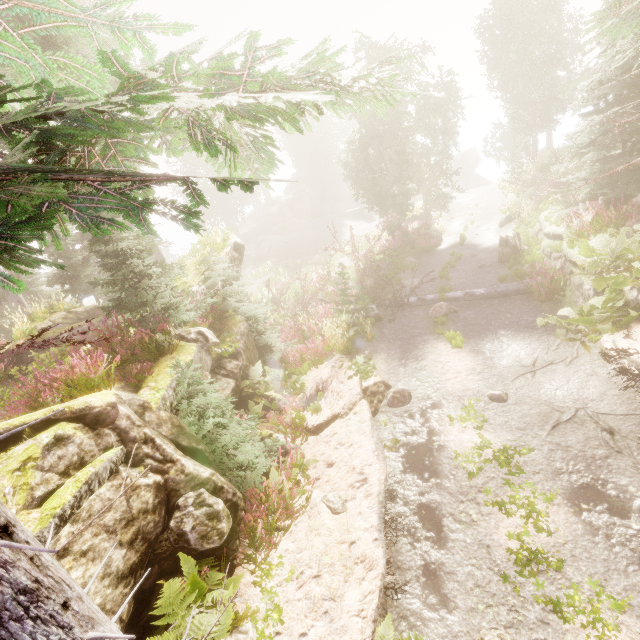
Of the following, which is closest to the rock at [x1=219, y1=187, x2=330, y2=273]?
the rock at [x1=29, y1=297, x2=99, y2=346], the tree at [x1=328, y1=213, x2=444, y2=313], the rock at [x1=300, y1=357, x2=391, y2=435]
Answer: the rock at [x1=29, y1=297, x2=99, y2=346]

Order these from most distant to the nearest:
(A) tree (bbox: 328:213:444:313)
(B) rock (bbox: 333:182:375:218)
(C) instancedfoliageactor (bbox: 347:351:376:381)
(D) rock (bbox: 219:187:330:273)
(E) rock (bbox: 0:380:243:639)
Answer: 1. (B) rock (bbox: 333:182:375:218)
2. (D) rock (bbox: 219:187:330:273)
3. (A) tree (bbox: 328:213:444:313)
4. (C) instancedfoliageactor (bbox: 347:351:376:381)
5. (E) rock (bbox: 0:380:243:639)

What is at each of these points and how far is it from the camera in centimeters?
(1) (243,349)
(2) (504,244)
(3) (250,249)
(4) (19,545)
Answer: (1) rock, 1002cm
(2) tree trunk, 1461cm
(3) rock, 4272cm
(4) instancedfoliageactor, 146cm

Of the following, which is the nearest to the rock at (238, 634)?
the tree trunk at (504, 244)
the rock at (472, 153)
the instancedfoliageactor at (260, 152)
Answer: the instancedfoliageactor at (260, 152)

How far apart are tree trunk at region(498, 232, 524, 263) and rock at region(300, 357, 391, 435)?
9.2m

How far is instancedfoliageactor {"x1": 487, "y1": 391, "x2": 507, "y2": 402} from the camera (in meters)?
7.28

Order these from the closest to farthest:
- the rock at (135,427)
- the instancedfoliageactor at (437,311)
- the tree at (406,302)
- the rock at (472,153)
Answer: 1. the rock at (135,427)
2. the instancedfoliageactor at (437,311)
3. the tree at (406,302)
4. the rock at (472,153)

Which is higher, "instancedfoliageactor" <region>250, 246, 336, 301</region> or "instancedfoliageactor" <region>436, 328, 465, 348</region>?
"instancedfoliageactor" <region>250, 246, 336, 301</region>
